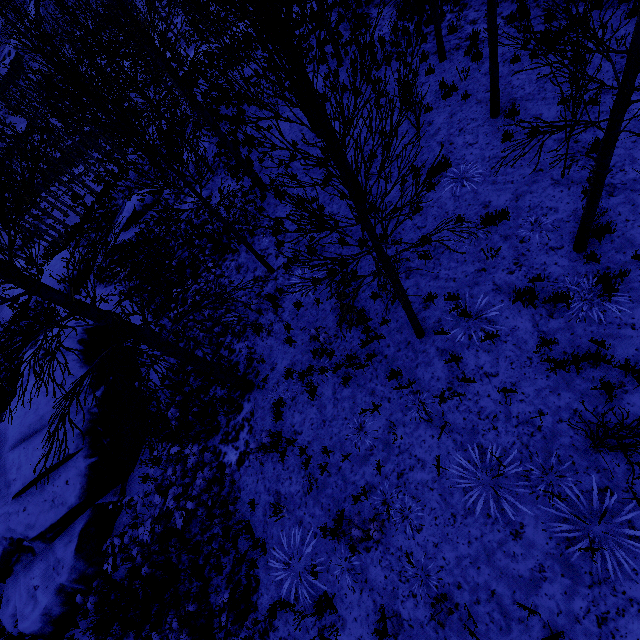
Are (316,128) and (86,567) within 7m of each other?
no

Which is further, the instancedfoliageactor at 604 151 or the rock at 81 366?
the rock at 81 366

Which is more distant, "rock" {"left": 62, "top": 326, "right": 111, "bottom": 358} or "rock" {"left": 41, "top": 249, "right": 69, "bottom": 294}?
"rock" {"left": 41, "top": 249, "right": 69, "bottom": 294}

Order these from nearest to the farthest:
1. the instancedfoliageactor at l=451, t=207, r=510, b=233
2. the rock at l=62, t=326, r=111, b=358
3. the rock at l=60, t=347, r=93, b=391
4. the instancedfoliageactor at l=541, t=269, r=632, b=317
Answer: the instancedfoliageactor at l=451, t=207, r=510, b=233 → the instancedfoliageactor at l=541, t=269, r=632, b=317 → the rock at l=60, t=347, r=93, b=391 → the rock at l=62, t=326, r=111, b=358

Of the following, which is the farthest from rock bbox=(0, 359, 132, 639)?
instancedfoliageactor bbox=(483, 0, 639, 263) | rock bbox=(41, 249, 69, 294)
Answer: instancedfoliageactor bbox=(483, 0, 639, 263)

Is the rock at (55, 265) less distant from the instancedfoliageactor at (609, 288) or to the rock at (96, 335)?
the rock at (96, 335)

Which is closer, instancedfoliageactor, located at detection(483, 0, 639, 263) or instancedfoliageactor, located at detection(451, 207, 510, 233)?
instancedfoliageactor, located at detection(483, 0, 639, 263)

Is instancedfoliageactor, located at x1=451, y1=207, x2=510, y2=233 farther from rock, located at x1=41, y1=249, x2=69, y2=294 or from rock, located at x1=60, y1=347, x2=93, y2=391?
rock, located at x1=41, y1=249, x2=69, y2=294
